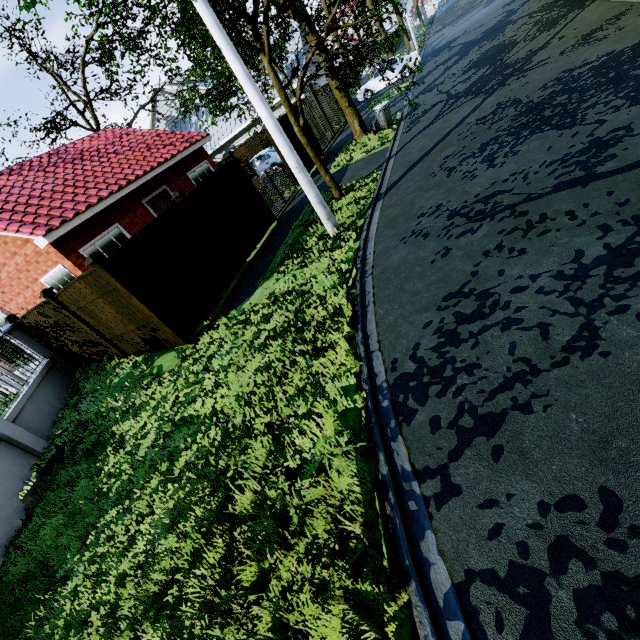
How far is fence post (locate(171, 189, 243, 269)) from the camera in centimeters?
828cm

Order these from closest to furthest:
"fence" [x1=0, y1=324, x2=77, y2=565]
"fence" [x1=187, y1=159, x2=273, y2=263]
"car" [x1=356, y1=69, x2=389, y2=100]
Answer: "fence" [x1=0, y1=324, x2=77, y2=565]
"fence" [x1=187, y1=159, x2=273, y2=263]
"car" [x1=356, y1=69, x2=389, y2=100]

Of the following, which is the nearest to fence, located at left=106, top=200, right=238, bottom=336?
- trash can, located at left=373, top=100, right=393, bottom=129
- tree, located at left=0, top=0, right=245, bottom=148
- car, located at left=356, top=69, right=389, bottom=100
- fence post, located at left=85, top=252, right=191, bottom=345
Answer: fence post, located at left=85, top=252, right=191, bottom=345

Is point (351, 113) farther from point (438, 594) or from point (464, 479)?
point (438, 594)

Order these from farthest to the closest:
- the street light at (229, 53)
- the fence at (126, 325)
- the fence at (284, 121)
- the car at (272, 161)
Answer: the car at (272, 161) → the fence at (284, 121) → the fence at (126, 325) → the street light at (229, 53)

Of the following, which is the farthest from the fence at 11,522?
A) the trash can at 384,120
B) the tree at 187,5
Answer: the trash can at 384,120

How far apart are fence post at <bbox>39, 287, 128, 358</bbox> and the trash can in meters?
12.4

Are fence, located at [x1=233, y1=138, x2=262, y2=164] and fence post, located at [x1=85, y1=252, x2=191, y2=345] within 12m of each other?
no
